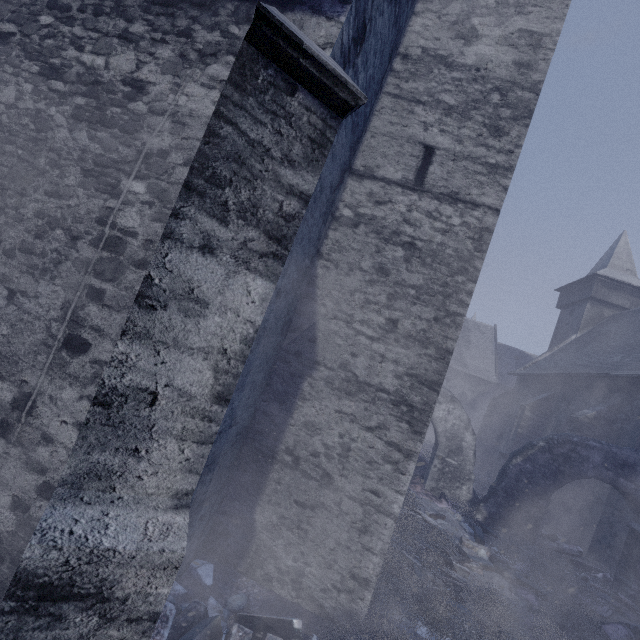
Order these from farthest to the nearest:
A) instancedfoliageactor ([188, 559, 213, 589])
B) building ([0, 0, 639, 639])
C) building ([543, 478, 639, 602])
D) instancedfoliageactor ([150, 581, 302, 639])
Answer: building ([543, 478, 639, 602]) → instancedfoliageactor ([188, 559, 213, 589]) → instancedfoliageactor ([150, 581, 302, 639]) → building ([0, 0, 639, 639])

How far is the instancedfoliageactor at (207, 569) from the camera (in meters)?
4.23

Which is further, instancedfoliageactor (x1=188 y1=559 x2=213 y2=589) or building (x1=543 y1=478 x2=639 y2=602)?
building (x1=543 y1=478 x2=639 y2=602)

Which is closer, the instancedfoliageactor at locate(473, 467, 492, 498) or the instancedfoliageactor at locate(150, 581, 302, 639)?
the instancedfoliageactor at locate(150, 581, 302, 639)

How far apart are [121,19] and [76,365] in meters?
3.8

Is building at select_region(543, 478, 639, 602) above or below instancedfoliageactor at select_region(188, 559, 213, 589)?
above
